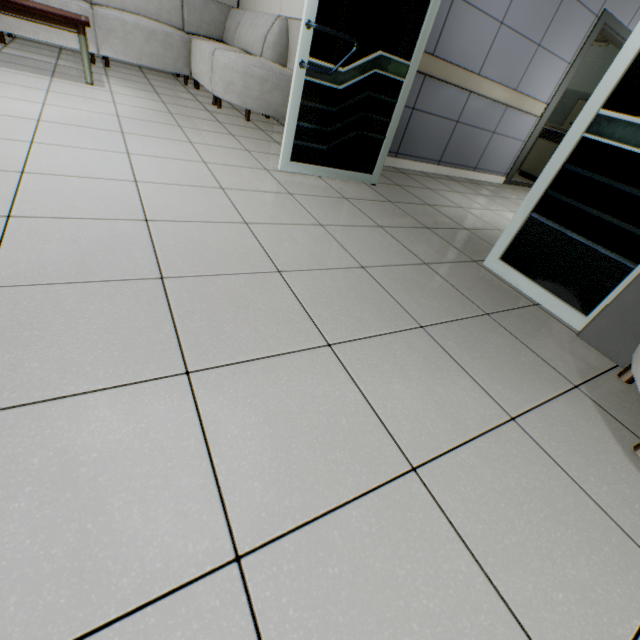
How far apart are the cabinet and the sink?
0.0m

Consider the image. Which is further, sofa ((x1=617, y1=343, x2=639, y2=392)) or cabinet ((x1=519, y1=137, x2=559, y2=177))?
cabinet ((x1=519, y1=137, x2=559, y2=177))

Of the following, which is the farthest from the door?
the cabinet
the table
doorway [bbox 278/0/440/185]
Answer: the table

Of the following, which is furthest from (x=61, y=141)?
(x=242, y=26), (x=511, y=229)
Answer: (x=242, y=26)

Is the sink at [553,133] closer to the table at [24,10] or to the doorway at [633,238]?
the doorway at [633,238]

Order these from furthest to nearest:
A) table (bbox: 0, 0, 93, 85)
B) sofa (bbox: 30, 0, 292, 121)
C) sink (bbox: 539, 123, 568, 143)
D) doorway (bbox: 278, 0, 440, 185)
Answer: sink (bbox: 539, 123, 568, 143)
sofa (bbox: 30, 0, 292, 121)
table (bbox: 0, 0, 93, 85)
doorway (bbox: 278, 0, 440, 185)

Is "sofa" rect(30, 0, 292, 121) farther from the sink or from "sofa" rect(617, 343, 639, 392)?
the sink

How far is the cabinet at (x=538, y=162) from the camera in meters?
6.3 m
